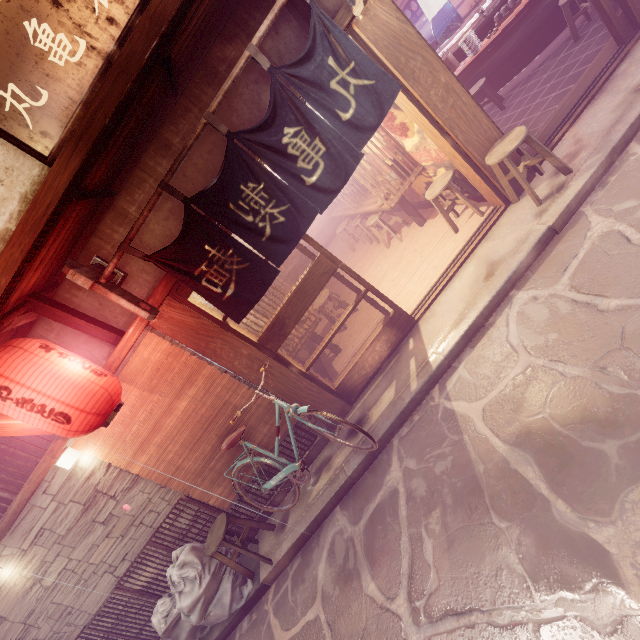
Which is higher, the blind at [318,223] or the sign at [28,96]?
the sign at [28,96]

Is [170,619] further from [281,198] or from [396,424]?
[281,198]

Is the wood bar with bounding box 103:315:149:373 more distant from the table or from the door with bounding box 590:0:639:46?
the table

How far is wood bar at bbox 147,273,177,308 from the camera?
6.53m

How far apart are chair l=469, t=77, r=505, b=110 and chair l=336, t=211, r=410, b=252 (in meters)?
4.63

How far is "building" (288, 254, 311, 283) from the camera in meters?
21.4

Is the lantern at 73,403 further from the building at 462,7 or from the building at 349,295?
the building at 462,7

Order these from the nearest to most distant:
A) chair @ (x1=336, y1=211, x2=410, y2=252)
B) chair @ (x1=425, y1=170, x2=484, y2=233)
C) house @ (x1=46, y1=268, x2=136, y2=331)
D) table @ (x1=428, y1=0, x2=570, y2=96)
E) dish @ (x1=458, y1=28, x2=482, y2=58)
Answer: house @ (x1=46, y1=268, x2=136, y2=331) → chair @ (x1=425, y1=170, x2=484, y2=233) → table @ (x1=428, y1=0, x2=570, y2=96) → dish @ (x1=458, y1=28, x2=482, y2=58) → chair @ (x1=336, y1=211, x2=410, y2=252)
